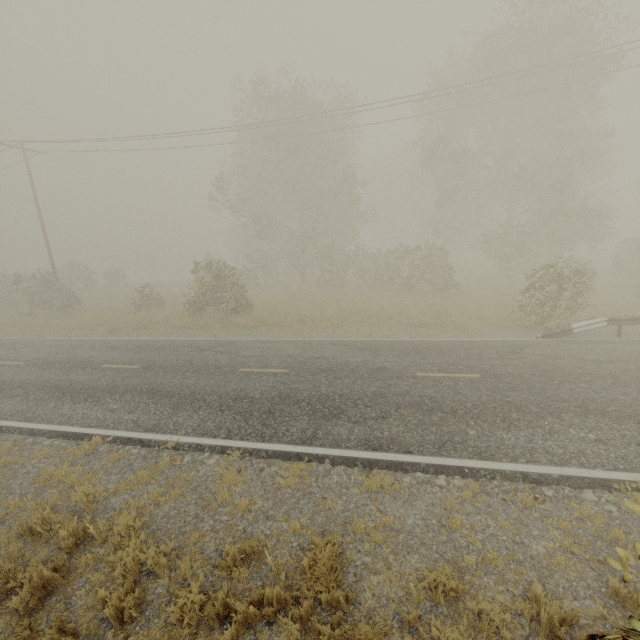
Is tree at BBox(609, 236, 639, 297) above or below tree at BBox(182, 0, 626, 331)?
below

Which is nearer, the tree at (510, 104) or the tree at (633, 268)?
the tree at (633, 268)

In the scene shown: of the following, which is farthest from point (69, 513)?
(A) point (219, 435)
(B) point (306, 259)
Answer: (B) point (306, 259)

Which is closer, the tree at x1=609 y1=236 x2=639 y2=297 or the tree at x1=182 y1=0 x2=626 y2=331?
the tree at x1=609 y1=236 x2=639 y2=297

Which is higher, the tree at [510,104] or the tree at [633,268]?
the tree at [510,104]
